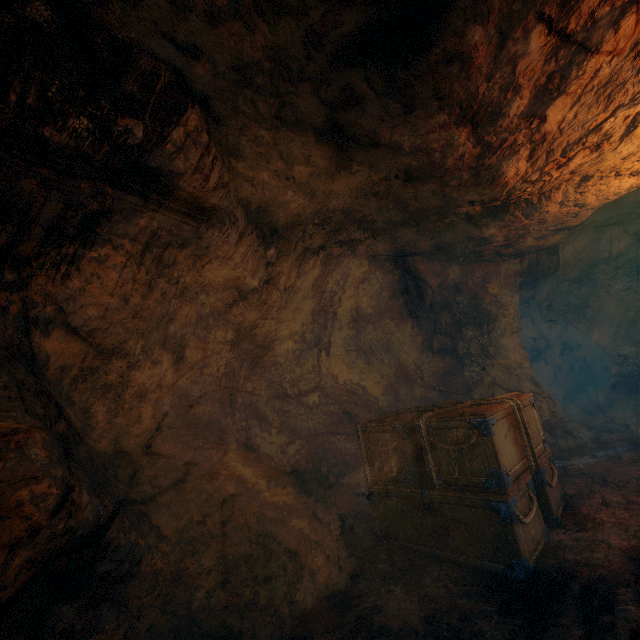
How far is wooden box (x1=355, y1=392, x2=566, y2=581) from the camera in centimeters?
366cm

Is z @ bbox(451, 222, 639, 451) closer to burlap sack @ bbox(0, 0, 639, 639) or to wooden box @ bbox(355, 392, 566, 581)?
burlap sack @ bbox(0, 0, 639, 639)

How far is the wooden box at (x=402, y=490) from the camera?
3.66m

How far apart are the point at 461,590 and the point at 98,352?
4.9 meters

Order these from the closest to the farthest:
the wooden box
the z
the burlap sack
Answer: the burlap sack
the wooden box
the z

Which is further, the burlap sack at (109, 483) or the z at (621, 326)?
the z at (621, 326)

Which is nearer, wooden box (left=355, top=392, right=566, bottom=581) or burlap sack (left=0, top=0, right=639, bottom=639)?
burlap sack (left=0, top=0, right=639, bottom=639)

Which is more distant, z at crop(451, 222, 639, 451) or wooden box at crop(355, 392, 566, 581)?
z at crop(451, 222, 639, 451)
